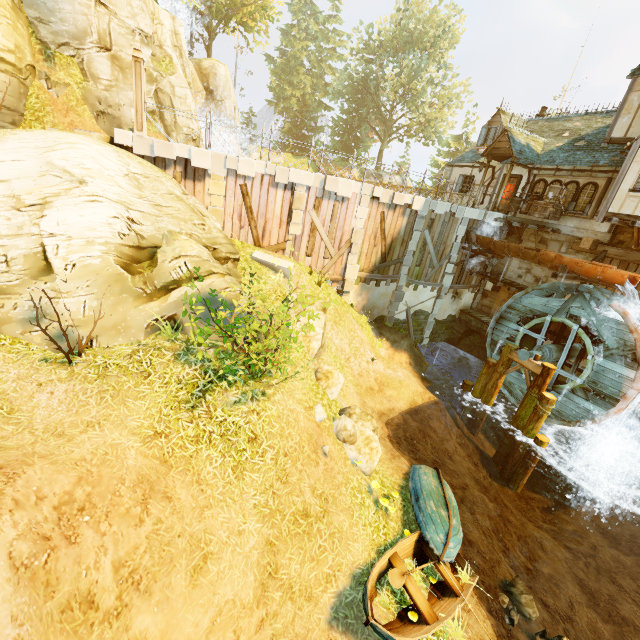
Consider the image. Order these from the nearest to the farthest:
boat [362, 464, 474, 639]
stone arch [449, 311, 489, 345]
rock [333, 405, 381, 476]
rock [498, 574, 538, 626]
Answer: boat [362, 464, 474, 639], rock [498, 574, 538, 626], rock [333, 405, 381, 476], stone arch [449, 311, 489, 345]

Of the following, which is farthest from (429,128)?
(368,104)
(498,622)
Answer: (498,622)

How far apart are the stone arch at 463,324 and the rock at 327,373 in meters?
12.6

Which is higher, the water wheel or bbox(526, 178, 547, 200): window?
bbox(526, 178, 547, 200): window

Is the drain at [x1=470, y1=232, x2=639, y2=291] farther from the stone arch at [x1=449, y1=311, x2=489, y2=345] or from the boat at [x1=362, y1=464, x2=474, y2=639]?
the boat at [x1=362, y1=464, x2=474, y2=639]

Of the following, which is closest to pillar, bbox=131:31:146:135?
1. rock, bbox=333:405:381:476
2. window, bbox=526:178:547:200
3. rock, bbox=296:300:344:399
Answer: rock, bbox=296:300:344:399

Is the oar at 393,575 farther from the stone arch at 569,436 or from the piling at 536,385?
the stone arch at 569,436

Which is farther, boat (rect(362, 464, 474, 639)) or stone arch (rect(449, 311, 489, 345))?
stone arch (rect(449, 311, 489, 345))
